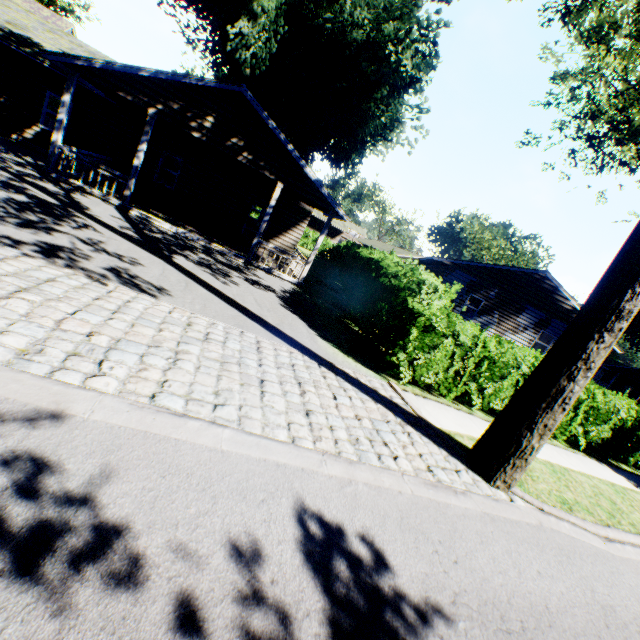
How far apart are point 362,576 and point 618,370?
72.4m

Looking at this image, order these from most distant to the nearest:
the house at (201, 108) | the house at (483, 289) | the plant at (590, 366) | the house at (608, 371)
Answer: the house at (608, 371) < the house at (483, 289) < the house at (201, 108) < the plant at (590, 366)

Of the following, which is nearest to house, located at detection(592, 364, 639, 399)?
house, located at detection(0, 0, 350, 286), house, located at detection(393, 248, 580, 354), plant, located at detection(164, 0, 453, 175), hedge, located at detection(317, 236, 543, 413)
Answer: house, located at detection(393, 248, 580, 354)

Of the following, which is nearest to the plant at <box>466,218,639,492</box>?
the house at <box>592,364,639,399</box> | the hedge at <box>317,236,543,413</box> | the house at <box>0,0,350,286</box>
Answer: the house at <box>0,0,350,286</box>

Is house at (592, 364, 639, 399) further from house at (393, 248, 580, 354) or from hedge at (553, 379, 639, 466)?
hedge at (553, 379, 639, 466)

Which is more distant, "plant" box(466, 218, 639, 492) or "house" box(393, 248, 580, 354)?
"house" box(393, 248, 580, 354)

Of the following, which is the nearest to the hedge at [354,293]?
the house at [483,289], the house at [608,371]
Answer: the house at [483,289]

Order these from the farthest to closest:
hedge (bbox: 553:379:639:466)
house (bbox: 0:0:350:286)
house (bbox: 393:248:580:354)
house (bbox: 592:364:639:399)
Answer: house (bbox: 592:364:639:399), house (bbox: 393:248:580:354), house (bbox: 0:0:350:286), hedge (bbox: 553:379:639:466)
